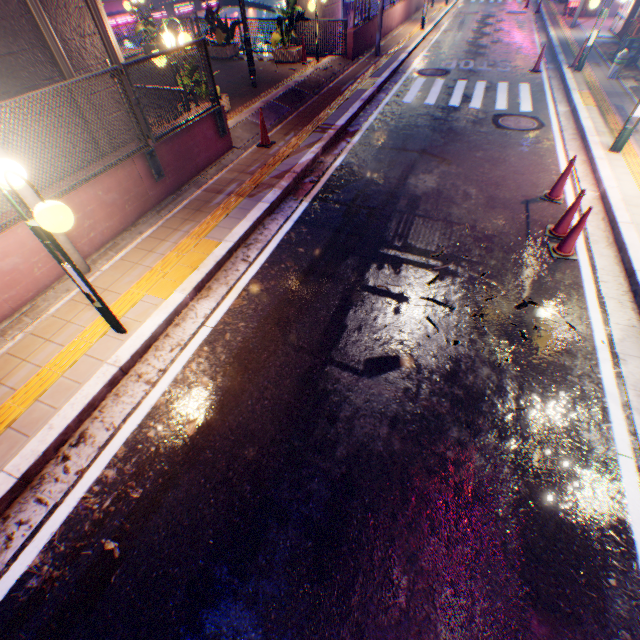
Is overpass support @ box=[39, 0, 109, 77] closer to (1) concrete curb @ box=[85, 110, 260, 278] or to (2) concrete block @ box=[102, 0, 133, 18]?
(1) concrete curb @ box=[85, 110, 260, 278]

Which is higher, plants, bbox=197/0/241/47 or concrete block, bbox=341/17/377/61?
plants, bbox=197/0/241/47

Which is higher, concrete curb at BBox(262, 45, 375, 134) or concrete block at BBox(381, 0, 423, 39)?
concrete block at BBox(381, 0, 423, 39)

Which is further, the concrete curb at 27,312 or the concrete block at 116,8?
the concrete block at 116,8

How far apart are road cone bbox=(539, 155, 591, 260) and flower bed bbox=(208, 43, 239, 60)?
14.47m

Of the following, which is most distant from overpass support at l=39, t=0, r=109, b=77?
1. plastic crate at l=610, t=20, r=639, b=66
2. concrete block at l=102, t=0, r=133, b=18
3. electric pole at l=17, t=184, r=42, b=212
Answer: plastic crate at l=610, t=20, r=639, b=66

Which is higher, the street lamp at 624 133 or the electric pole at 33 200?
the electric pole at 33 200

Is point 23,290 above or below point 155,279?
above
